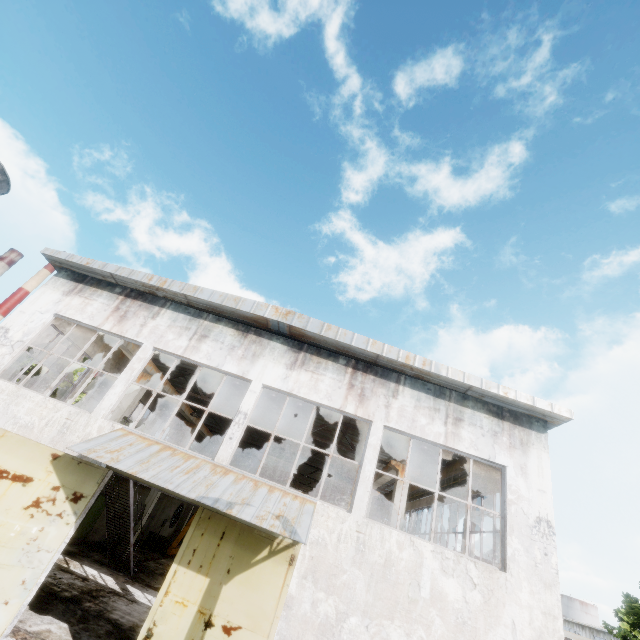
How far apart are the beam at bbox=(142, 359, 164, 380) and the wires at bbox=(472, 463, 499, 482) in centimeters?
1483cm

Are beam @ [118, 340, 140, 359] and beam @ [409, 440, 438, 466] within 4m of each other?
no

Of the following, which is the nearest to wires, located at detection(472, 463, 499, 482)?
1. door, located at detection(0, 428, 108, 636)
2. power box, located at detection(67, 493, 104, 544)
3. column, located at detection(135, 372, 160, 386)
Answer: door, located at detection(0, 428, 108, 636)

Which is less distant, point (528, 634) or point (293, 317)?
point (528, 634)

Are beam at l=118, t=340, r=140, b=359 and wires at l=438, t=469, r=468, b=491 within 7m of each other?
no

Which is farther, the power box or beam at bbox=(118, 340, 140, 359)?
the power box

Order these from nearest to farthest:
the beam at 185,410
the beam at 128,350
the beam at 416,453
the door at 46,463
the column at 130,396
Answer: the door at 46,463 → the beam at 416,453 → the beam at 128,350 → the column at 130,396 → the beam at 185,410

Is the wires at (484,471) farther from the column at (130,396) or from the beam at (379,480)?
the column at (130,396)
